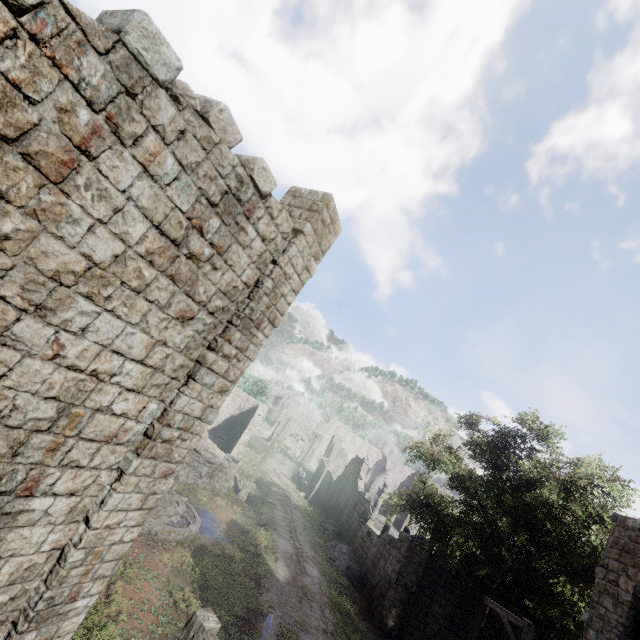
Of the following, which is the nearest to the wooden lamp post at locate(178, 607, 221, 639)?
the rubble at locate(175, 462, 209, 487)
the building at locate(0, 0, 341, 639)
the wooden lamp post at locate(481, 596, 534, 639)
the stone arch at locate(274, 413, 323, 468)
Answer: the building at locate(0, 0, 341, 639)

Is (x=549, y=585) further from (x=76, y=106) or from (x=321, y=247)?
(x=76, y=106)

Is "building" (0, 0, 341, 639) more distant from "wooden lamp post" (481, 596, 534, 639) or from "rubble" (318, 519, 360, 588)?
"wooden lamp post" (481, 596, 534, 639)

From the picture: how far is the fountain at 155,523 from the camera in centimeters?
1355cm

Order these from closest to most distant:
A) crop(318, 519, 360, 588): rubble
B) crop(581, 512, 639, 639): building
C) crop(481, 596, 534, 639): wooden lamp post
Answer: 1. crop(581, 512, 639, 639): building
2. crop(481, 596, 534, 639): wooden lamp post
3. crop(318, 519, 360, 588): rubble

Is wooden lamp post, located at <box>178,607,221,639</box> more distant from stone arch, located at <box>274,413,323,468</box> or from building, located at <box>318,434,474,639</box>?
stone arch, located at <box>274,413,323,468</box>

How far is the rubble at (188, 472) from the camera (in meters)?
20.86

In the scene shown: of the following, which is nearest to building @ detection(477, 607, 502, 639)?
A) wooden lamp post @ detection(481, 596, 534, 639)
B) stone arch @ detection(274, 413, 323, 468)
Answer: stone arch @ detection(274, 413, 323, 468)
